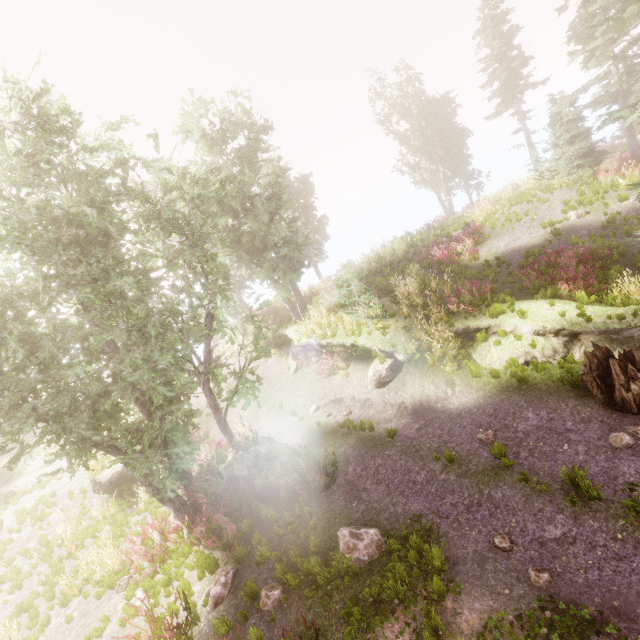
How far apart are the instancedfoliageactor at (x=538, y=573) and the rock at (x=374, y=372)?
7.1 meters

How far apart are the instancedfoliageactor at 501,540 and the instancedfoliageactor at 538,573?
0.4m

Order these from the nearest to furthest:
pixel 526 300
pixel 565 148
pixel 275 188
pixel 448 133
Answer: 1. pixel 526 300
2. pixel 565 148
3. pixel 275 188
4. pixel 448 133

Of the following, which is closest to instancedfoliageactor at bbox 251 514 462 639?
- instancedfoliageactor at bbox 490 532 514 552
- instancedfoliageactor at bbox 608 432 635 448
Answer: instancedfoliageactor at bbox 490 532 514 552

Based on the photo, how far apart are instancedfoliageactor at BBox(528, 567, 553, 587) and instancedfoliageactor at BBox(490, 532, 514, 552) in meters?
0.4

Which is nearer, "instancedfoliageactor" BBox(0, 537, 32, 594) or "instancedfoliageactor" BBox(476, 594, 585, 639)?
"instancedfoliageactor" BBox(476, 594, 585, 639)

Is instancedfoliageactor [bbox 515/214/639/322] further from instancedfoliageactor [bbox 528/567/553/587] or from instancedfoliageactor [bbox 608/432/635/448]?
instancedfoliageactor [bbox 608/432/635/448]
